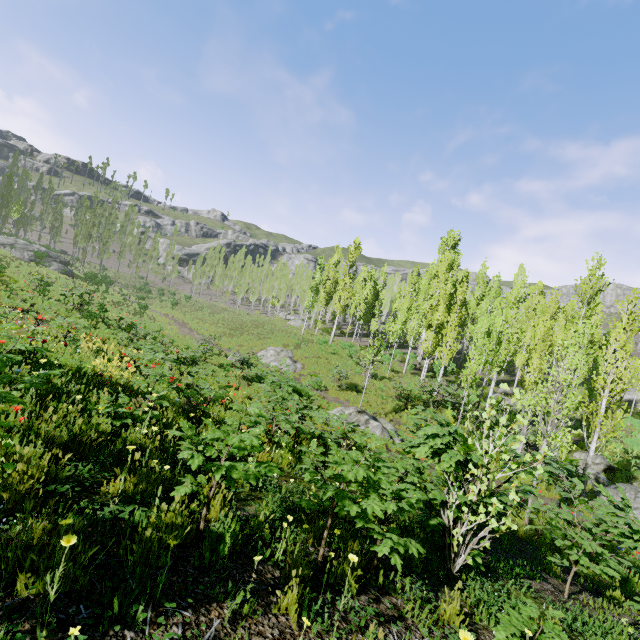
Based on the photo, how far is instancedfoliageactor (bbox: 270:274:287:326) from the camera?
47.7 meters

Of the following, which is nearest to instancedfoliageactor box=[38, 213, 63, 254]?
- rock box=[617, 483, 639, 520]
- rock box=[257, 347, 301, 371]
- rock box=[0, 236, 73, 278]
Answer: rock box=[0, 236, 73, 278]

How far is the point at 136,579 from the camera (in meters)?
2.10

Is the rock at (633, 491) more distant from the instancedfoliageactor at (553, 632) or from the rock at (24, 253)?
the rock at (24, 253)

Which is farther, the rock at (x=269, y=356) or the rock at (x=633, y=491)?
the rock at (x=269, y=356)

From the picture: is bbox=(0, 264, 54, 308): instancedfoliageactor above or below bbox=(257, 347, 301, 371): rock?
above

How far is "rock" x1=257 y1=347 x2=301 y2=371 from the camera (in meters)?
25.71

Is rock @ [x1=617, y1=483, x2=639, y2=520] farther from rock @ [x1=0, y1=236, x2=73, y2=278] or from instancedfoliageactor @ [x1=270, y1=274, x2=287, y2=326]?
rock @ [x1=0, y1=236, x2=73, y2=278]
